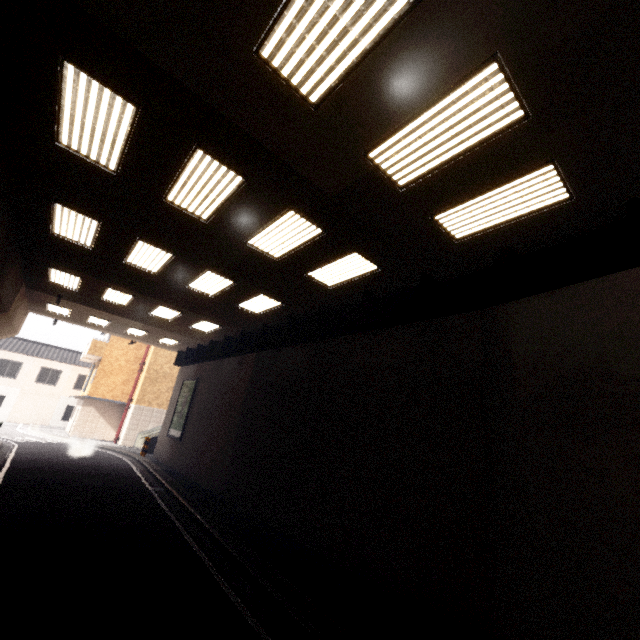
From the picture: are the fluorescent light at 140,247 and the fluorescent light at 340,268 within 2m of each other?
no

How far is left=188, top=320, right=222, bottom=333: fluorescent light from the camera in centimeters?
1502cm

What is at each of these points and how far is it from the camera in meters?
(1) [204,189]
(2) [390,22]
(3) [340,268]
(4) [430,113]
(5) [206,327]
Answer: (1) fluorescent light, 6.3 m
(2) fluorescent light, 3.4 m
(3) fluorescent light, 8.4 m
(4) fluorescent light, 4.3 m
(5) fluorescent light, 15.8 m

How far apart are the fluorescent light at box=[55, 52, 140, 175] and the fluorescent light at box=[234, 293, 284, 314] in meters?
5.3

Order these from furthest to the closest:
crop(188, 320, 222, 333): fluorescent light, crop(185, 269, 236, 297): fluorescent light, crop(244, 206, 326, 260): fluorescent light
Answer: crop(188, 320, 222, 333): fluorescent light < crop(185, 269, 236, 297): fluorescent light < crop(244, 206, 326, 260): fluorescent light

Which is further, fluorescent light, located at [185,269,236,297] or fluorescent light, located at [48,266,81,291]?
fluorescent light, located at [48,266,81,291]

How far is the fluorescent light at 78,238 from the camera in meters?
7.8 m

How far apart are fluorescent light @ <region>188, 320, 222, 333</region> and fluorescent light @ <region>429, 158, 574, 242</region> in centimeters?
1157cm
